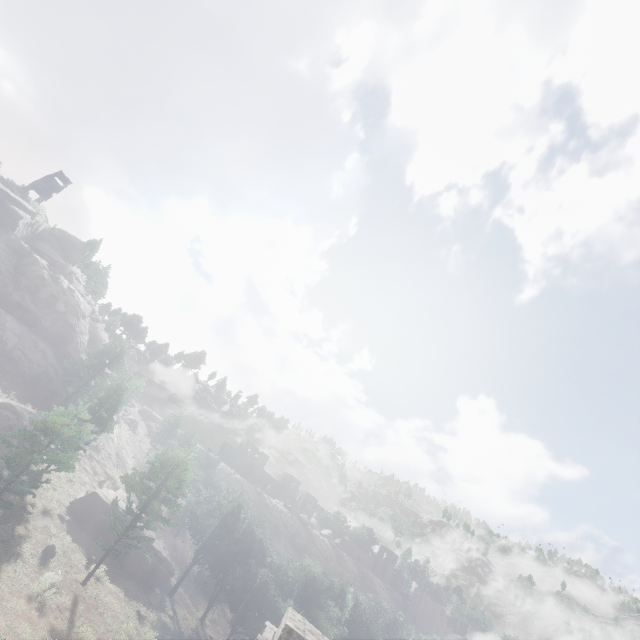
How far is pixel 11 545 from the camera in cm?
2188

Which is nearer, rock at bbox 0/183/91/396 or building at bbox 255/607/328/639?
building at bbox 255/607/328/639

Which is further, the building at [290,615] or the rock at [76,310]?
the rock at [76,310]
